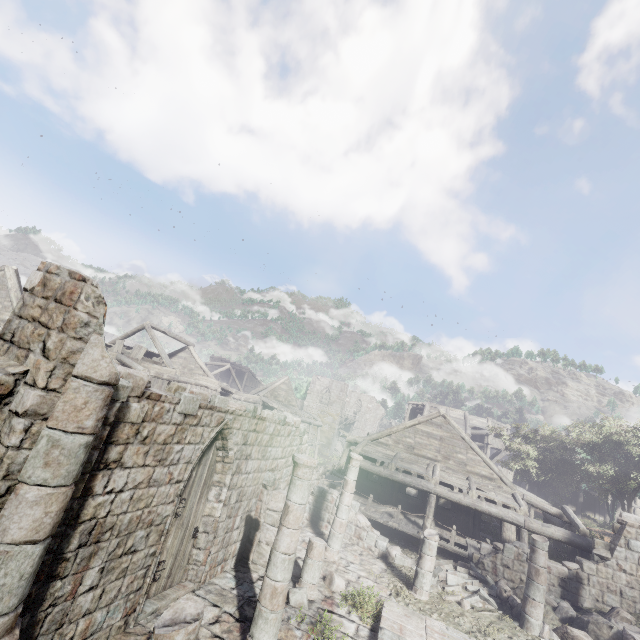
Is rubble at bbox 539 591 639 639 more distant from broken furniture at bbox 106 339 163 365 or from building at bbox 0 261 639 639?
broken furniture at bbox 106 339 163 365

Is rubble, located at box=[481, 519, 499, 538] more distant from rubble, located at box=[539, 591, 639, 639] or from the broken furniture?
the broken furniture

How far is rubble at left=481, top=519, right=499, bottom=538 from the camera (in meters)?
19.33

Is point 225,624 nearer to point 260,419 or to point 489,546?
point 260,419

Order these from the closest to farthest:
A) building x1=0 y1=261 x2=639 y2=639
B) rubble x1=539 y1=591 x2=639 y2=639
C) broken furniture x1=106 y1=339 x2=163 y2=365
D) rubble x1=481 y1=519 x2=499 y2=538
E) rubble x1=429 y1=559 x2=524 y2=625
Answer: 1. building x1=0 y1=261 x2=639 y2=639
2. rubble x1=539 y1=591 x2=639 y2=639
3. rubble x1=429 y1=559 x2=524 y2=625
4. rubble x1=481 y1=519 x2=499 y2=538
5. broken furniture x1=106 y1=339 x2=163 y2=365

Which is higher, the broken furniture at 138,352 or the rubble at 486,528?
the broken furniture at 138,352

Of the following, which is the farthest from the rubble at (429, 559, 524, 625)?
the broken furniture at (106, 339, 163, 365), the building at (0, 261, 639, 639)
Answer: the broken furniture at (106, 339, 163, 365)

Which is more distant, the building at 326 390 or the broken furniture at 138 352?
the broken furniture at 138 352
